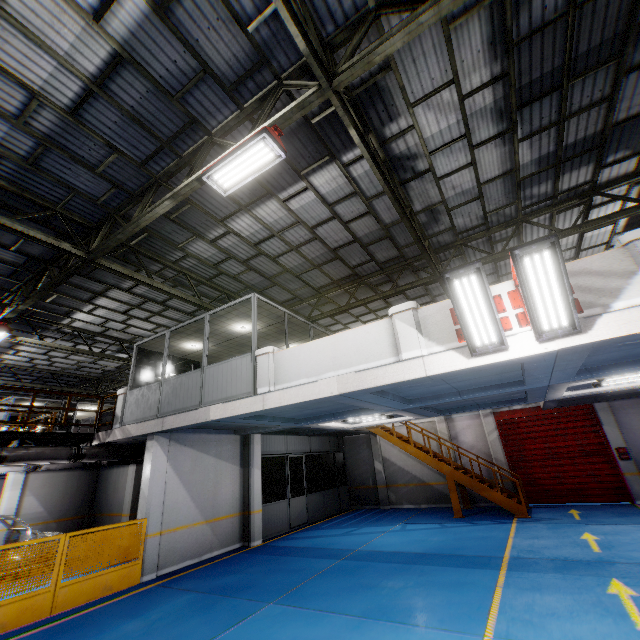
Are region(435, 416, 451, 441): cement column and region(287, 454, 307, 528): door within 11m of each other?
yes

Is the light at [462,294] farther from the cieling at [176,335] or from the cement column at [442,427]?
the cement column at [442,427]

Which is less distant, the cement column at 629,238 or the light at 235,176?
the cement column at 629,238

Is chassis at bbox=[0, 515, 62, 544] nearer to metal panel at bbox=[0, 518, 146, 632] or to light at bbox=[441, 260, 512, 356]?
metal panel at bbox=[0, 518, 146, 632]

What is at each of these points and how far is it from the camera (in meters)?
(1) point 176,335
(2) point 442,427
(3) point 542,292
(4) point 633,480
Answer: (1) cieling, 11.52
(2) cement column, 16.50
(3) light, 4.89
(4) cement column, 12.42

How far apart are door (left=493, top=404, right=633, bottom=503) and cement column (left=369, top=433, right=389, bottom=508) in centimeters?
588cm

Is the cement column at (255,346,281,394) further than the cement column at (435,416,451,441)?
No

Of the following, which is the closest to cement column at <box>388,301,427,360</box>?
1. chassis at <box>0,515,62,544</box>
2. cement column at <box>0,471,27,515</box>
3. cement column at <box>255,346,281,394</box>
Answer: cement column at <box>255,346,281,394</box>
